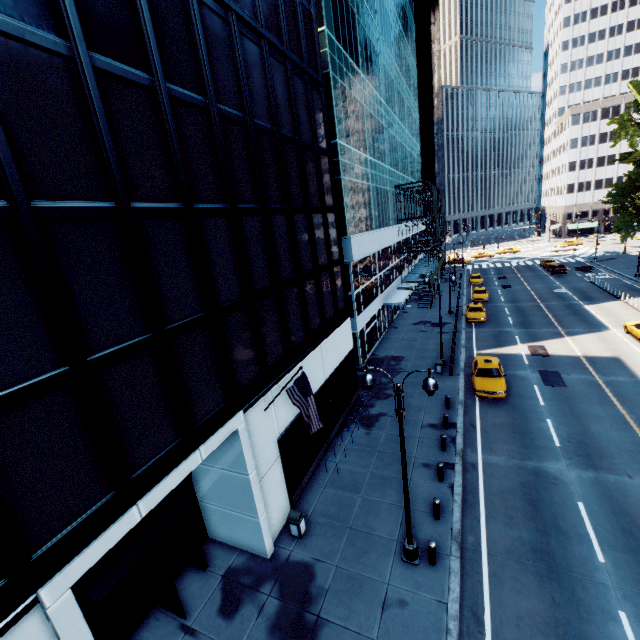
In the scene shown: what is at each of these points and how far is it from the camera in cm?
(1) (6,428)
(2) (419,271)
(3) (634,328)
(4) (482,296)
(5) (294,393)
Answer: (1) building, 560
(2) scaffolding, 4781
(3) vehicle, 2589
(4) vehicle, 4141
(5) flag, 1150

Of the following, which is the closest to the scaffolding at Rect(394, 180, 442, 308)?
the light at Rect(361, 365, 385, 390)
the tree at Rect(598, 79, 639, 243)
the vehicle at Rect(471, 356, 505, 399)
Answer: the vehicle at Rect(471, 356, 505, 399)

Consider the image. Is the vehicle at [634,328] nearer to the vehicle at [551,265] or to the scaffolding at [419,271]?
the scaffolding at [419,271]

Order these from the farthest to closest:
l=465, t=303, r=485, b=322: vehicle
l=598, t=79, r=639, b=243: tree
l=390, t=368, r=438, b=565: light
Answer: l=598, t=79, r=639, b=243: tree, l=465, t=303, r=485, b=322: vehicle, l=390, t=368, r=438, b=565: light

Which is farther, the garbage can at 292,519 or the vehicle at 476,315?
the vehicle at 476,315

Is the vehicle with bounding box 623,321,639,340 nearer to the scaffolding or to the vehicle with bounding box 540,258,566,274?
the scaffolding

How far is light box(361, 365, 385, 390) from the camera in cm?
999

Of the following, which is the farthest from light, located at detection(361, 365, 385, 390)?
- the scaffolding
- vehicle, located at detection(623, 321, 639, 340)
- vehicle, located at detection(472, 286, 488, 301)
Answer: vehicle, located at detection(472, 286, 488, 301)
